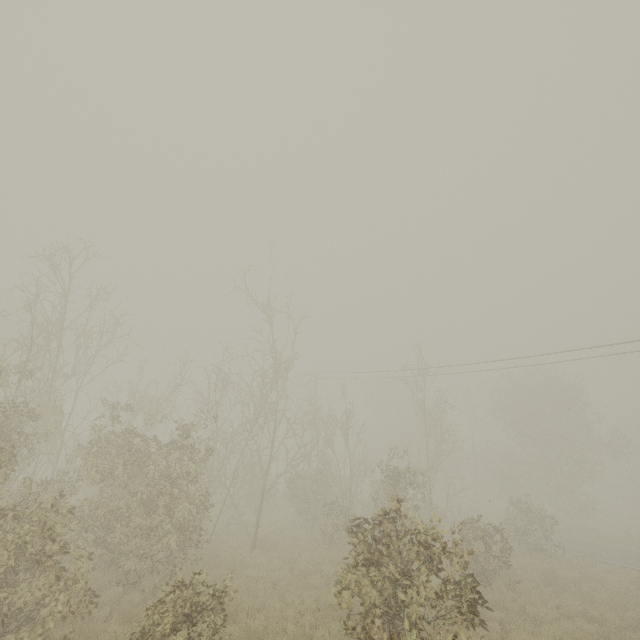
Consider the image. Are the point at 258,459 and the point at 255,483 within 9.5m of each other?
yes
